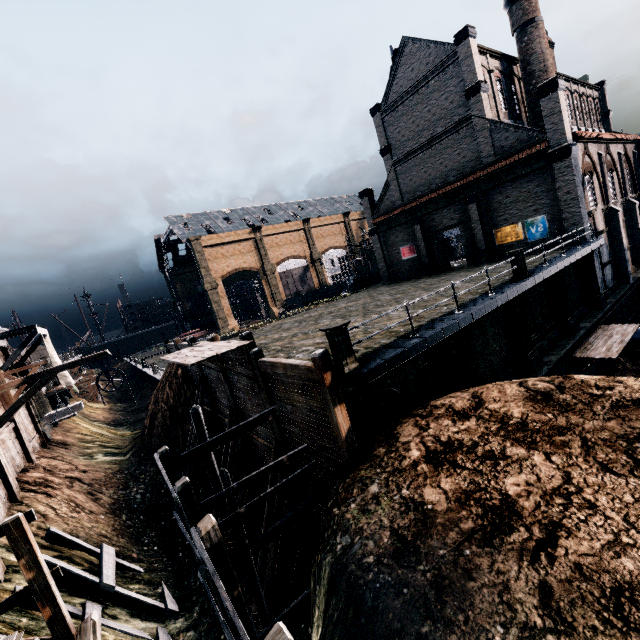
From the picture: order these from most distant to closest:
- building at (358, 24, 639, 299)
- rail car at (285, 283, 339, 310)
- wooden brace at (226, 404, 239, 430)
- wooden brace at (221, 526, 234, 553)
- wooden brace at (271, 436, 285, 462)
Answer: rail car at (285, 283, 339, 310), building at (358, 24, 639, 299), wooden brace at (226, 404, 239, 430), wooden brace at (221, 526, 234, 553), wooden brace at (271, 436, 285, 462)

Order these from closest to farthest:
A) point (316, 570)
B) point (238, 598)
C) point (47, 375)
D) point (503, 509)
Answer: point (238, 598) → point (503, 509) → point (316, 570) → point (47, 375)

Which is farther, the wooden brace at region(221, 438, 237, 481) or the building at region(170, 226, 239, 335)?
the building at region(170, 226, 239, 335)

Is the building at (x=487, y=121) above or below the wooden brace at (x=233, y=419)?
above

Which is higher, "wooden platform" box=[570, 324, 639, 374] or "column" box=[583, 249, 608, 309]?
"column" box=[583, 249, 608, 309]

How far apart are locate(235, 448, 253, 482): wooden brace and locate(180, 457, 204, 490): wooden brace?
4.4m

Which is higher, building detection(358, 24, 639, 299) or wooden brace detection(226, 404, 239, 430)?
building detection(358, 24, 639, 299)

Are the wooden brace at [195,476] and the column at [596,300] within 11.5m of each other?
no
